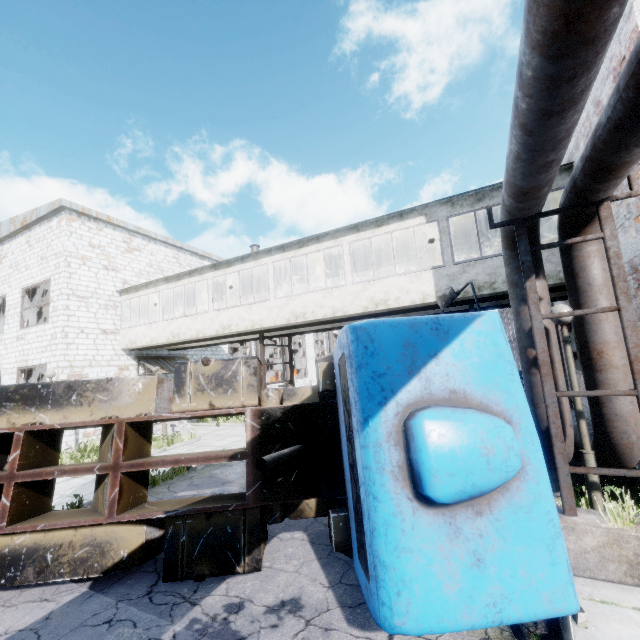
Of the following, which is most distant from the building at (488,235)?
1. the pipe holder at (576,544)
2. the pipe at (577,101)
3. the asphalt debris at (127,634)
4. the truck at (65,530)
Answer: the asphalt debris at (127,634)

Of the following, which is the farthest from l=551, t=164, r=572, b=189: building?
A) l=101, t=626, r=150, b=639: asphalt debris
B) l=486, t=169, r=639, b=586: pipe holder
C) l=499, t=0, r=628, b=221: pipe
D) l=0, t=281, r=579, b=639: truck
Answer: l=101, t=626, r=150, b=639: asphalt debris

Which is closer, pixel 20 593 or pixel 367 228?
pixel 20 593

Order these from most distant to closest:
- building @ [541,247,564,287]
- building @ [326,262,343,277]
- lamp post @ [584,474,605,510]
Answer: building @ [326,262,343,277]
building @ [541,247,564,287]
lamp post @ [584,474,605,510]

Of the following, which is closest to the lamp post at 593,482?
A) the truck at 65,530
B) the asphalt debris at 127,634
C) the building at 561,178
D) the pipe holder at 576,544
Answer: the pipe holder at 576,544

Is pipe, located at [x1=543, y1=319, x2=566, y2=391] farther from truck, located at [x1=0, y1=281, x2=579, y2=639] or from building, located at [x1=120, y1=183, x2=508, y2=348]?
truck, located at [x1=0, y1=281, x2=579, y2=639]

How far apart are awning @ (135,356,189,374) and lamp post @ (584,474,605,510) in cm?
1654

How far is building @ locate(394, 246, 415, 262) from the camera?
13.59m
